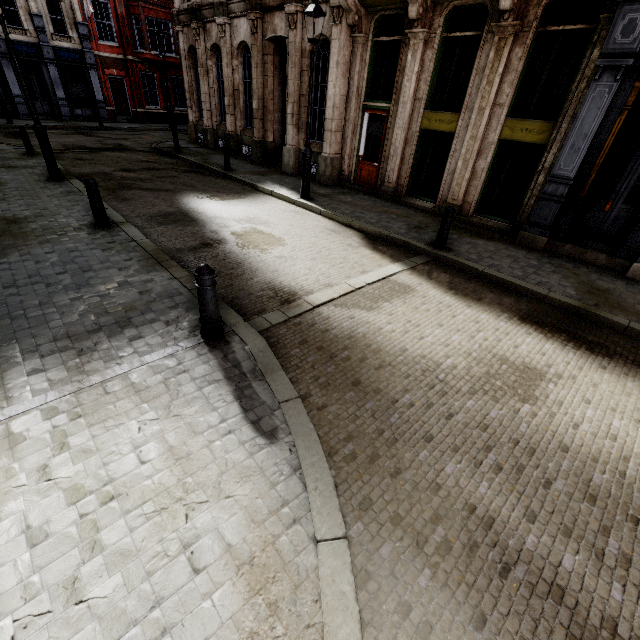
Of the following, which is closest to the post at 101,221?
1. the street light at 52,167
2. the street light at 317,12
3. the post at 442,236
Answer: the street light at 52,167

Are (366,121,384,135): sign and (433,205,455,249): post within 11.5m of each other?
yes

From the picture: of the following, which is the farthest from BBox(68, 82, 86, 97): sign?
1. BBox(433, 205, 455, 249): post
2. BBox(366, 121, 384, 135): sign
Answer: BBox(433, 205, 455, 249): post

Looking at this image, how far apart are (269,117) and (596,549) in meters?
16.8

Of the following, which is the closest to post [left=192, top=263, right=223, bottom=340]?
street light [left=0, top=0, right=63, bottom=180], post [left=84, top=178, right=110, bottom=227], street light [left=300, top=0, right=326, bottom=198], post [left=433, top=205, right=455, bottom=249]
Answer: post [left=84, top=178, right=110, bottom=227]

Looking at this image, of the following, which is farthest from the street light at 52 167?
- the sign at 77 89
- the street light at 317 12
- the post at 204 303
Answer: the sign at 77 89

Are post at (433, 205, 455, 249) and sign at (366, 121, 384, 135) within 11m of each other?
yes

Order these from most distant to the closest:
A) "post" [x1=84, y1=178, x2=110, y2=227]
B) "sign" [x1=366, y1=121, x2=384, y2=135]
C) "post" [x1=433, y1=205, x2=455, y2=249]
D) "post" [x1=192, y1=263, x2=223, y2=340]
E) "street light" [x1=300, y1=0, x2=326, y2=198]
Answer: "sign" [x1=366, y1=121, x2=384, y2=135] < "street light" [x1=300, y1=0, x2=326, y2=198] < "post" [x1=433, y1=205, x2=455, y2=249] < "post" [x1=84, y1=178, x2=110, y2=227] < "post" [x1=192, y1=263, x2=223, y2=340]
